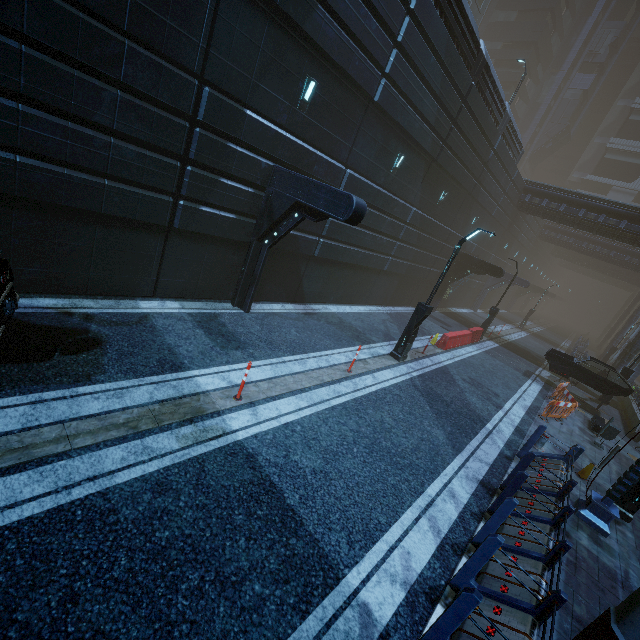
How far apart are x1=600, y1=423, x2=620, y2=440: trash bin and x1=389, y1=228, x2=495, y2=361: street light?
8.3 meters

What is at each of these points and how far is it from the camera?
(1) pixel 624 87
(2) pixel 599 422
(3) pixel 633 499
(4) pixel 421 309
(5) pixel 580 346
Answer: →
(1) building, 54.0m
(2) bench, 14.4m
(3) street light, 8.5m
(4) street light, 12.2m
(5) building, 37.7m

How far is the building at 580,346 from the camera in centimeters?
2573cm

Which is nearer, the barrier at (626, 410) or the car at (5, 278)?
the car at (5, 278)

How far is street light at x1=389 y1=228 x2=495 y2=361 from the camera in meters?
11.3

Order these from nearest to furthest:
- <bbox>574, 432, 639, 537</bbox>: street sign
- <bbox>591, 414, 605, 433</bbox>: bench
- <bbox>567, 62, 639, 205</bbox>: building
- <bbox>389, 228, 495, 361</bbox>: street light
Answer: <bbox>574, 432, 639, 537</bbox>: street sign
<bbox>389, 228, 495, 361</bbox>: street light
<bbox>591, 414, 605, 433</bbox>: bench
<bbox>567, 62, 639, 205</bbox>: building

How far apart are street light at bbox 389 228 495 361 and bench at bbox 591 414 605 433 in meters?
9.1

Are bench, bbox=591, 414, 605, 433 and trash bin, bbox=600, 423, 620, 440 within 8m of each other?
yes
